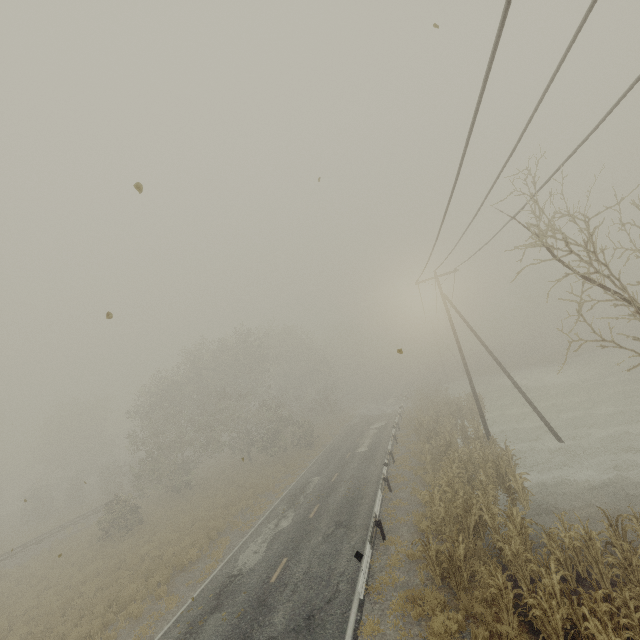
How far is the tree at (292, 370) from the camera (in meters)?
29.36

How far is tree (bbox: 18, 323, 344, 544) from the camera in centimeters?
2936cm

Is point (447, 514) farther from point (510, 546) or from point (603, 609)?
point (603, 609)
